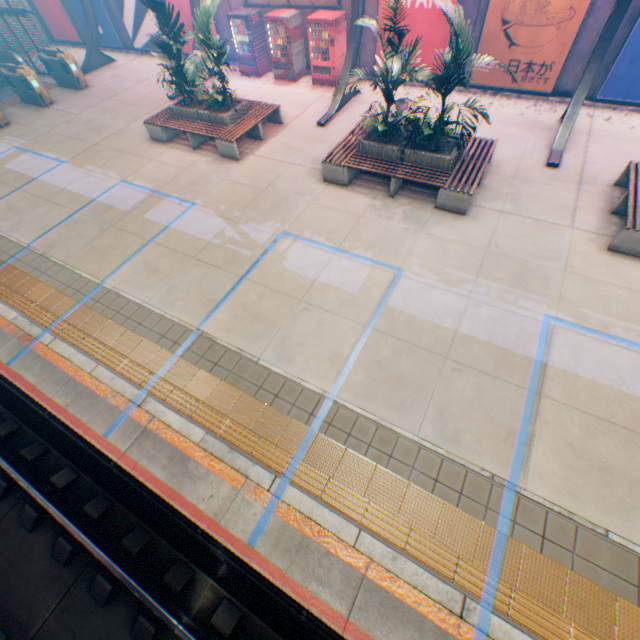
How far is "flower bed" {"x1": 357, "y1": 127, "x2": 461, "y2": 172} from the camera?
7.8m

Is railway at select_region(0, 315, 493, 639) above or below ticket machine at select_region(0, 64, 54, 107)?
below

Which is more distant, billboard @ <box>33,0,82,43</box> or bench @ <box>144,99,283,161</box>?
billboard @ <box>33,0,82,43</box>

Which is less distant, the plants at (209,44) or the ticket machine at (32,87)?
the plants at (209,44)

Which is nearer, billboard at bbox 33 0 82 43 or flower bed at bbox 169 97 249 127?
flower bed at bbox 169 97 249 127

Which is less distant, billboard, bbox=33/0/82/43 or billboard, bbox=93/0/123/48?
billboard, bbox=93/0/123/48

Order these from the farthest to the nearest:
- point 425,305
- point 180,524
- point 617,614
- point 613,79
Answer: point 613,79
point 425,305
point 180,524
point 617,614

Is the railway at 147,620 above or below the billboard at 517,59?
below
